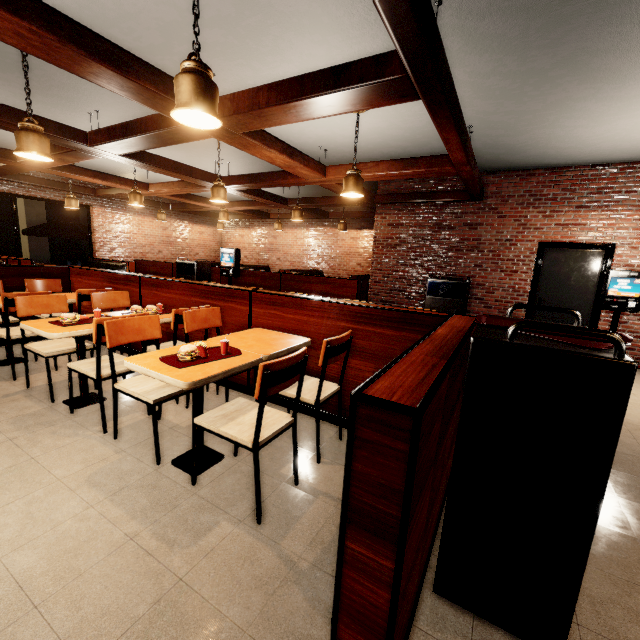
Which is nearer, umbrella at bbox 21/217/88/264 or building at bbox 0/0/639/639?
building at bbox 0/0/639/639

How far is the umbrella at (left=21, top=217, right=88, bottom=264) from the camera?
9.2 meters

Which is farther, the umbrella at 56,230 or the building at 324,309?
the umbrella at 56,230

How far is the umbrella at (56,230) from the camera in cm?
916

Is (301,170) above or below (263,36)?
below
